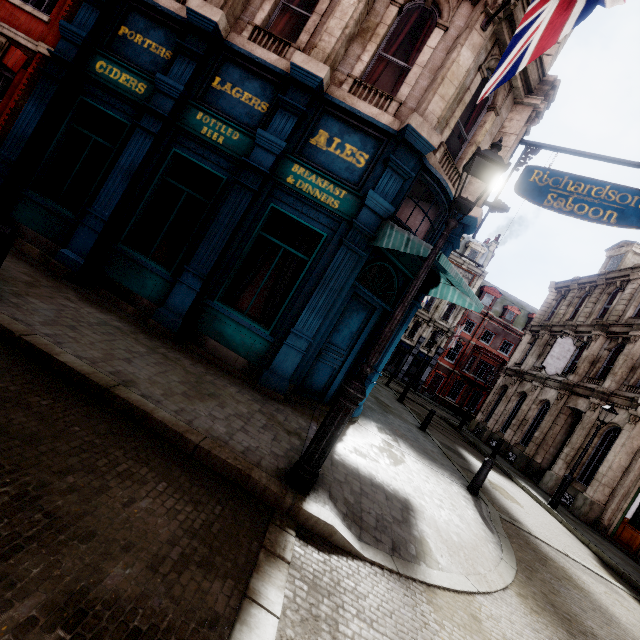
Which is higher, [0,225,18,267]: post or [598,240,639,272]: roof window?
[598,240,639,272]: roof window

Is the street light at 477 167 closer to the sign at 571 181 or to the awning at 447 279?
the awning at 447 279

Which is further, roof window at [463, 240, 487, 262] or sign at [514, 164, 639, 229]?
roof window at [463, 240, 487, 262]

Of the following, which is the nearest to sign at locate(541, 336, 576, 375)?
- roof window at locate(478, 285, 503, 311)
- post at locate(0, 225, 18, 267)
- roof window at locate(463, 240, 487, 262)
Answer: roof window at locate(478, 285, 503, 311)

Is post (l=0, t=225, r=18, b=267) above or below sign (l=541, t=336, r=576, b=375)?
below

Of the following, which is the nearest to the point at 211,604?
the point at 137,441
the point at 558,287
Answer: the point at 137,441

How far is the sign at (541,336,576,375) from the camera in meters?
19.0

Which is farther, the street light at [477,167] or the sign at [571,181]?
the sign at [571,181]
